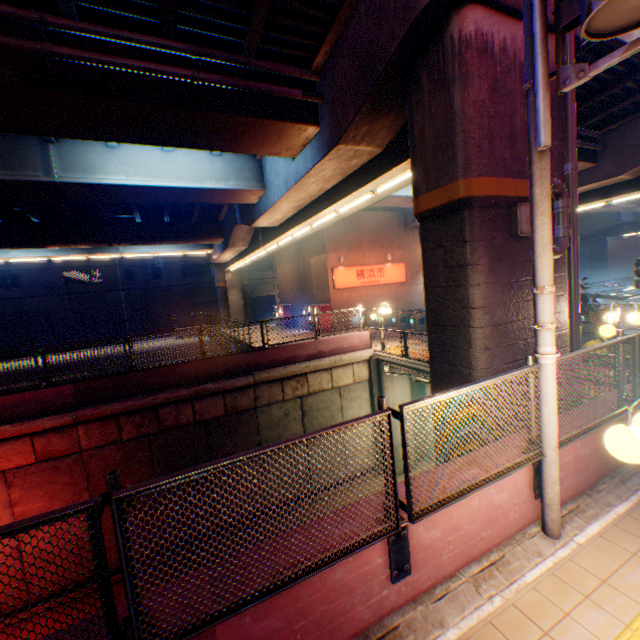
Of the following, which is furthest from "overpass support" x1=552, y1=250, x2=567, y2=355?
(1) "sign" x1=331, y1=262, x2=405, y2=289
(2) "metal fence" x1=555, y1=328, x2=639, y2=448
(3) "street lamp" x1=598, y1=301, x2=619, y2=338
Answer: (1) "sign" x1=331, y1=262, x2=405, y2=289

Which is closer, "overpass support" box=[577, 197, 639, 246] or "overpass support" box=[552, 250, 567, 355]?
"overpass support" box=[552, 250, 567, 355]

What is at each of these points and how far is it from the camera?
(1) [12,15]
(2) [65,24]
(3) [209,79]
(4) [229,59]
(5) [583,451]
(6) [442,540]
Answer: (1) pipe, 5.8m
(2) pipe, 6.1m
(3) pipe, 7.2m
(4) pipe, 7.4m
(5) concrete block, 4.8m
(6) concrete block, 3.6m

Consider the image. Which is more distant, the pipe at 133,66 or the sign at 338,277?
the sign at 338,277

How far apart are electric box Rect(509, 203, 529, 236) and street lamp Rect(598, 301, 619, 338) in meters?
2.8

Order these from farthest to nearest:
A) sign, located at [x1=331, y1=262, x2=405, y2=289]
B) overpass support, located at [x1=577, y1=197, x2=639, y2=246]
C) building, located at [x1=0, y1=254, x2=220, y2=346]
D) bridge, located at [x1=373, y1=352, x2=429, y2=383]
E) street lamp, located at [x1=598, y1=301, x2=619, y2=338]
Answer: building, located at [x1=0, y1=254, x2=220, y2=346], overpass support, located at [x1=577, y1=197, x2=639, y2=246], sign, located at [x1=331, y1=262, x2=405, y2=289], bridge, located at [x1=373, y1=352, x2=429, y2=383], street lamp, located at [x1=598, y1=301, x2=619, y2=338]

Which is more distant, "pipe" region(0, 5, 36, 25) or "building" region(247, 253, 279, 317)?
"building" region(247, 253, 279, 317)

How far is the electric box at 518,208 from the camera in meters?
5.9 m
